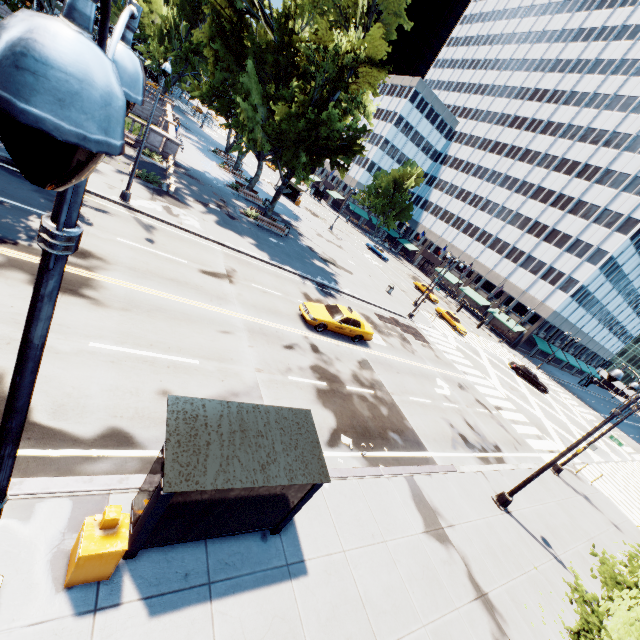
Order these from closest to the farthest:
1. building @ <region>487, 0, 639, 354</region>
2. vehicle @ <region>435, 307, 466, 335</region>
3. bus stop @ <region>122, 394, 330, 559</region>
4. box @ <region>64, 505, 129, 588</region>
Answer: box @ <region>64, 505, 129, 588</region>
bus stop @ <region>122, 394, 330, 559</region>
vehicle @ <region>435, 307, 466, 335</region>
building @ <region>487, 0, 639, 354</region>

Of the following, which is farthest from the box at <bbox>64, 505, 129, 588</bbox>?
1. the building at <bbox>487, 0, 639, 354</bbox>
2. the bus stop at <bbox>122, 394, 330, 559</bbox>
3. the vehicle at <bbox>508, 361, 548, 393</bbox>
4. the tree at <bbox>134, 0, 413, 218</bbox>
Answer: the building at <bbox>487, 0, 639, 354</bbox>

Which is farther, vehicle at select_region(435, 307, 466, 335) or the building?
the building

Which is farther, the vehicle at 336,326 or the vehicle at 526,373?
the vehicle at 526,373

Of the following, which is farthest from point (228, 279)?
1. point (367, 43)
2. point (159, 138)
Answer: point (159, 138)

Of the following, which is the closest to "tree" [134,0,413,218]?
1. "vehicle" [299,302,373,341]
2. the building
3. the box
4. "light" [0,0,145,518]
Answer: the building

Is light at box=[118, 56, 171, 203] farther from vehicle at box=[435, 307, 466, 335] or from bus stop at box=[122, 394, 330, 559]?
vehicle at box=[435, 307, 466, 335]

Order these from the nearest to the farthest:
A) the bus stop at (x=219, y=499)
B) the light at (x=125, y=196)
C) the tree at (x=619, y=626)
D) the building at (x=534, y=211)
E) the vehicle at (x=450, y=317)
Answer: the bus stop at (x=219, y=499)
the tree at (x=619, y=626)
the light at (x=125, y=196)
the vehicle at (x=450, y=317)
the building at (x=534, y=211)
